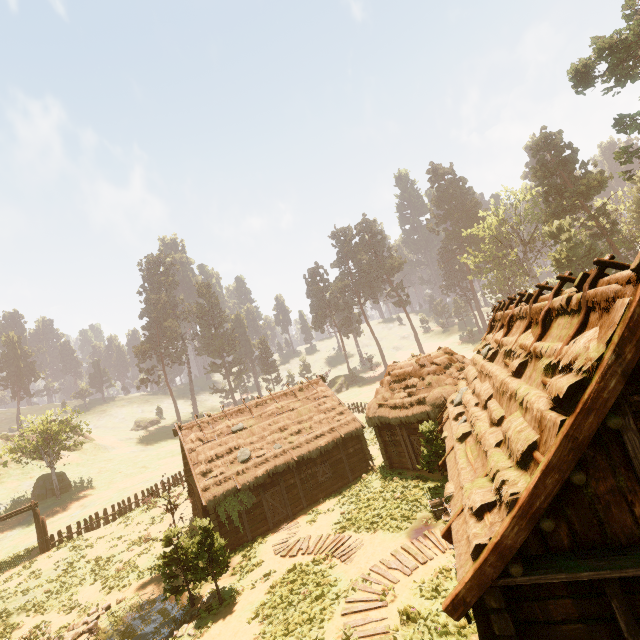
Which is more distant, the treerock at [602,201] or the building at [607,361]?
the treerock at [602,201]

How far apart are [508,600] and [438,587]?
6.4 meters

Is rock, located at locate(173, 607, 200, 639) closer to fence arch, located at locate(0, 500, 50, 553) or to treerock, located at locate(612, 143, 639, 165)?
treerock, located at locate(612, 143, 639, 165)

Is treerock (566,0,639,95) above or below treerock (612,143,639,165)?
above

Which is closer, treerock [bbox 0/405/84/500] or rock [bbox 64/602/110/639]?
rock [bbox 64/602/110/639]

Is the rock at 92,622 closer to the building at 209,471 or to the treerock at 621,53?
the treerock at 621,53

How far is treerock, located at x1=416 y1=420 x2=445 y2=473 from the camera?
15.5 meters
